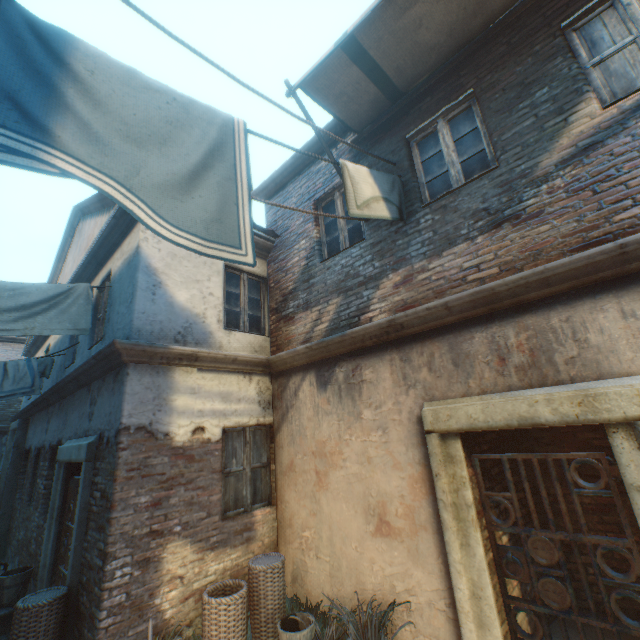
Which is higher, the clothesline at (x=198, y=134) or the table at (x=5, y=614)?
the clothesline at (x=198, y=134)

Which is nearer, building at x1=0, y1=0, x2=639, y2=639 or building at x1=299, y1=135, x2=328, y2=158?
building at x1=0, y1=0, x2=639, y2=639

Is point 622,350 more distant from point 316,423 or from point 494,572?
point 316,423

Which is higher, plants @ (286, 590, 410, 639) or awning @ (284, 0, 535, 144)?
awning @ (284, 0, 535, 144)

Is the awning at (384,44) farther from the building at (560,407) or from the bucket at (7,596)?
the bucket at (7,596)

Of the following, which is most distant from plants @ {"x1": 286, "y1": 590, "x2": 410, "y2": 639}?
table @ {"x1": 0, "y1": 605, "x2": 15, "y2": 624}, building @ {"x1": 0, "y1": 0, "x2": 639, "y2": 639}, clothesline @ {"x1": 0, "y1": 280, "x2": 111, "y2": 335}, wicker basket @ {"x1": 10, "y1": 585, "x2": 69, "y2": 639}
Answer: clothesline @ {"x1": 0, "y1": 280, "x2": 111, "y2": 335}

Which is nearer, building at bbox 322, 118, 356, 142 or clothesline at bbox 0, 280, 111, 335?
clothesline at bbox 0, 280, 111, 335

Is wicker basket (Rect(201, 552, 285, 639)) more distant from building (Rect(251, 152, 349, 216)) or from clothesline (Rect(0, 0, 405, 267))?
clothesline (Rect(0, 0, 405, 267))
